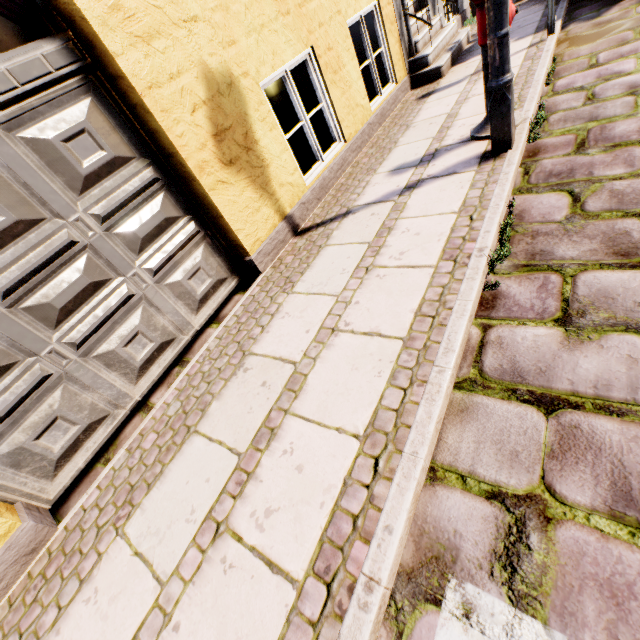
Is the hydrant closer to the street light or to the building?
the street light

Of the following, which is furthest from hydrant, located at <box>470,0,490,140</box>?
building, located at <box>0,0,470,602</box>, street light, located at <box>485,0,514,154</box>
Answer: building, located at <box>0,0,470,602</box>

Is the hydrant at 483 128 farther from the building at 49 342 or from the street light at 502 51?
the building at 49 342

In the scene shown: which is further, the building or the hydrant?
the hydrant

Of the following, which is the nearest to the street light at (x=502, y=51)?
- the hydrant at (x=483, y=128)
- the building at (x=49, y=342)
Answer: the hydrant at (x=483, y=128)

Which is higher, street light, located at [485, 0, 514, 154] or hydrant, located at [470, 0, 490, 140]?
street light, located at [485, 0, 514, 154]

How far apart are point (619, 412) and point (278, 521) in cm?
160

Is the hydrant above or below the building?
below
